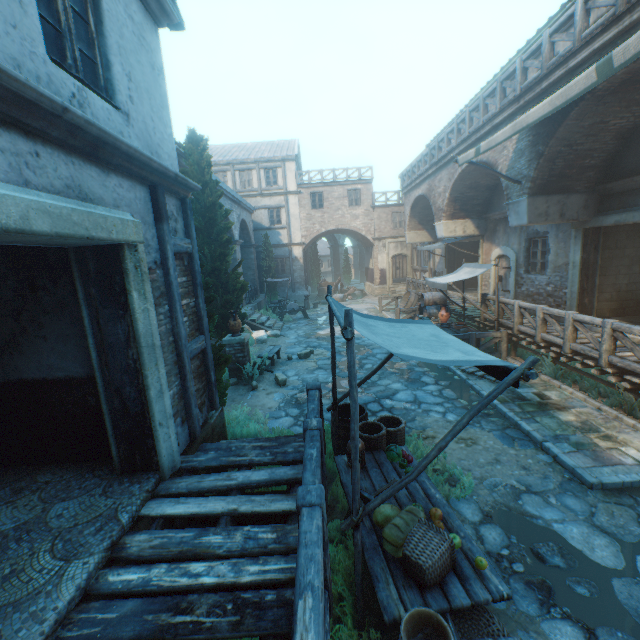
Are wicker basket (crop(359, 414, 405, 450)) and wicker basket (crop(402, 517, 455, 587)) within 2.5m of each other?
yes

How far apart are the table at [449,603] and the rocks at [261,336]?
10.1m

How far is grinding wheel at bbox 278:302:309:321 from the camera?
19.06m

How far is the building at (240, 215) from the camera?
18.0m

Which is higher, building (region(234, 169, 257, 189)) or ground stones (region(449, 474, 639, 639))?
building (region(234, 169, 257, 189))

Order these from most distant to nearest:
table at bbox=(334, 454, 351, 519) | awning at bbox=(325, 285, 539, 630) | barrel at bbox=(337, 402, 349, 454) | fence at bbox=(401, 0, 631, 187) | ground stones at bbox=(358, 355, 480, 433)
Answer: ground stones at bbox=(358, 355, 480, 433)
fence at bbox=(401, 0, 631, 187)
barrel at bbox=(337, 402, 349, 454)
table at bbox=(334, 454, 351, 519)
awning at bbox=(325, 285, 539, 630)

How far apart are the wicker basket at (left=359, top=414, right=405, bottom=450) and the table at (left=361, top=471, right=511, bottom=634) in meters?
0.0 m

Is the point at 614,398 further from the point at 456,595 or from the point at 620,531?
the point at 456,595
